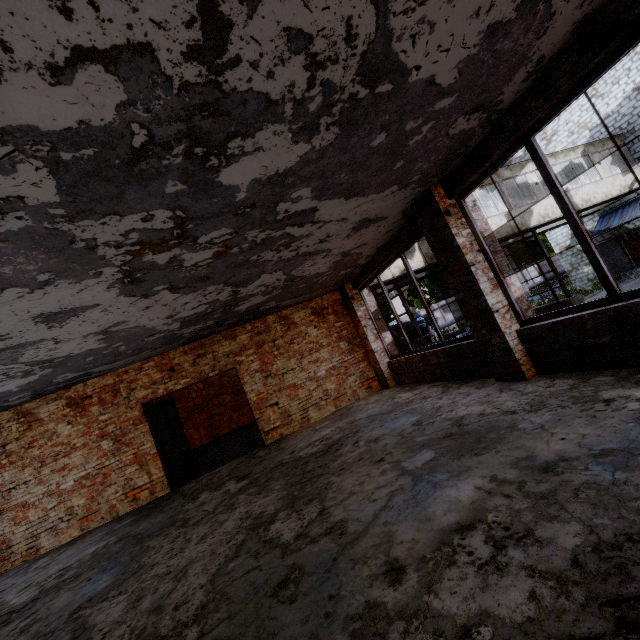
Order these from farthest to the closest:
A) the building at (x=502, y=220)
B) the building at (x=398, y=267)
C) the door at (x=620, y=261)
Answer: the door at (x=620, y=261), the building at (x=502, y=220), the building at (x=398, y=267)

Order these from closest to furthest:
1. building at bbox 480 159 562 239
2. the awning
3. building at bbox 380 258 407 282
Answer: building at bbox 380 258 407 282
building at bbox 480 159 562 239
the awning

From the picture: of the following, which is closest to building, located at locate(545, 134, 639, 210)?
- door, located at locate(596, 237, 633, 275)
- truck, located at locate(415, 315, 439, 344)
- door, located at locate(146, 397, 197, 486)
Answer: door, located at locate(596, 237, 633, 275)

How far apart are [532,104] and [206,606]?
5.65m

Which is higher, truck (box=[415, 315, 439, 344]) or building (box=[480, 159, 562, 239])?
building (box=[480, 159, 562, 239])

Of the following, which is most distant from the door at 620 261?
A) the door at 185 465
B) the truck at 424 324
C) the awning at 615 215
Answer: the door at 185 465

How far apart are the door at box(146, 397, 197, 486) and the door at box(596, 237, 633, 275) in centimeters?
2481cm

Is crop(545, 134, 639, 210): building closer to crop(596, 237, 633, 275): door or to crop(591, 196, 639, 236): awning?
crop(591, 196, 639, 236): awning
